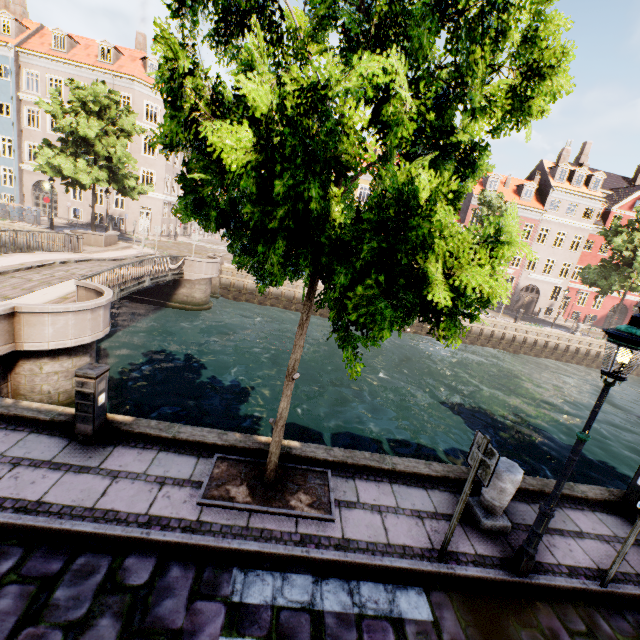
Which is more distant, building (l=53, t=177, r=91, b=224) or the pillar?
building (l=53, t=177, r=91, b=224)

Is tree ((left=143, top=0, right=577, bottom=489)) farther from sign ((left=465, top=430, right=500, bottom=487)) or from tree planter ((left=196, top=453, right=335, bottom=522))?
sign ((left=465, top=430, right=500, bottom=487))

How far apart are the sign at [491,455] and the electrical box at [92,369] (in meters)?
5.43

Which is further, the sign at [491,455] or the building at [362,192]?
the building at [362,192]

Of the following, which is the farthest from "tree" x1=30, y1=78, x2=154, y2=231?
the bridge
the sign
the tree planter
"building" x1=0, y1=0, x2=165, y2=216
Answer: "building" x1=0, y1=0, x2=165, y2=216

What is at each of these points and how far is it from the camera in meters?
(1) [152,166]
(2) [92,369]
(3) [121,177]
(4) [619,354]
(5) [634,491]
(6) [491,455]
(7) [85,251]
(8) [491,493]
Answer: (1) building, 32.6 m
(2) electrical box, 4.9 m
(3) tree, 22.3 m
(4) street light, 3.6 m
(5) electrical box, 6.1 m
(6) sign, 3.9 m
(7) bridge, 19.2 m
(8) pillar, 5.0 m

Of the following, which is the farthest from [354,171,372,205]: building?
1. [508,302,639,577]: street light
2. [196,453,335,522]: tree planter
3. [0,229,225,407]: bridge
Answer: [508,302,639,577]: street light

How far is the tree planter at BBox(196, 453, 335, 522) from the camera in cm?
460
